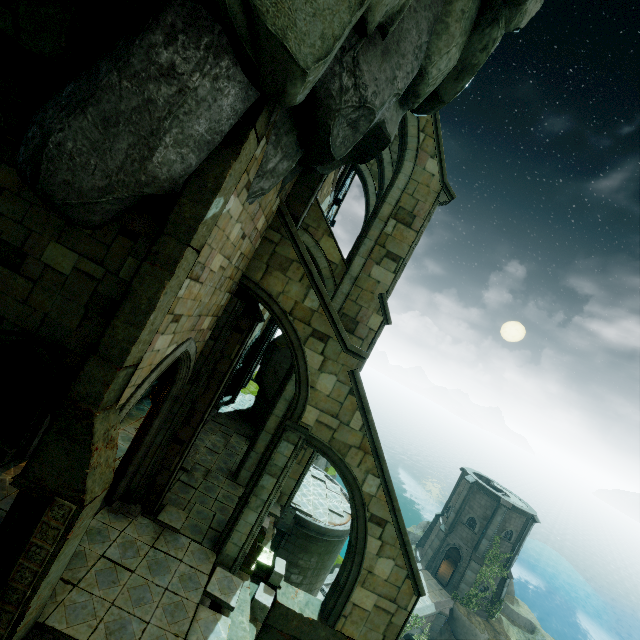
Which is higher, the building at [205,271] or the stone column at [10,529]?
the building at [205,271]

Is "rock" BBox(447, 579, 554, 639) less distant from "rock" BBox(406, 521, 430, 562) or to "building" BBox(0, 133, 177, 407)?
"rock" BBox(406, 521, 430, 562)

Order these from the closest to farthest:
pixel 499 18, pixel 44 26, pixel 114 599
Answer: pixel 44 26, pixel 114 599, pixel 499 18

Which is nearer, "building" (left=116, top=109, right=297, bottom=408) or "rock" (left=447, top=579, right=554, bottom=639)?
"building" (left=116, top=109, right=297, bottom=408)

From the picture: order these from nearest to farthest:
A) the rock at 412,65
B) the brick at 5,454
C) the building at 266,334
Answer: the rock at 412,65, the brick at 5,454, the building at 266,334

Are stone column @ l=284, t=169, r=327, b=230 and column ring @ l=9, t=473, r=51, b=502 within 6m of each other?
no

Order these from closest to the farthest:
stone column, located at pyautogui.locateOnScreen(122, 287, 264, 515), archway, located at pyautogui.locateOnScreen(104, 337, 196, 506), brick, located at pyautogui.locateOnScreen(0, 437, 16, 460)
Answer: archway, located at pyautogui.locateOnScreen(104, 337, 196, 506), brick, located at pyautogui.locateOnScreen(0, 437, 16, 460), stone column, located at pyautogui.locateOnScreen(122, 287, 264, 515)

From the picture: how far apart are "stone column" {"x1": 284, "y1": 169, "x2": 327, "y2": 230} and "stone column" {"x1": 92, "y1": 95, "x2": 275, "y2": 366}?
3.70m
